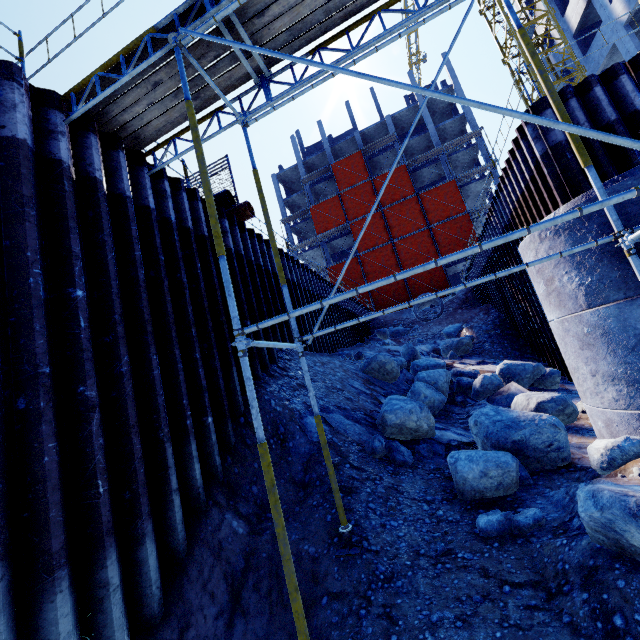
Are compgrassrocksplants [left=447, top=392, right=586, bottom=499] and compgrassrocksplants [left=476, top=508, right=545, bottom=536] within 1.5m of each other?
yes

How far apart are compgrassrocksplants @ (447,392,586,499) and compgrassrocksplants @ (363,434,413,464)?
1.0m

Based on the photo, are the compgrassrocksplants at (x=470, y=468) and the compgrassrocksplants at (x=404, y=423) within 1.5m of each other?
no

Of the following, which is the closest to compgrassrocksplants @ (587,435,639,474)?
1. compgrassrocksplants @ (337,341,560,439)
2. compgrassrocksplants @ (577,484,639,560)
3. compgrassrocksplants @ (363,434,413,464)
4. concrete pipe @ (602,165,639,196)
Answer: concrete pipe @ (602,165,639,196)

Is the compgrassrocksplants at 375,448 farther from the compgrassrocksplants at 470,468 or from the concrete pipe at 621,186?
the concrete pipe at 621,186

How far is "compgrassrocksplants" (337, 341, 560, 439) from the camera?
6.43m

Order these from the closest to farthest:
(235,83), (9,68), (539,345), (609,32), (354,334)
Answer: (9,68), (235,83), (539,345), (354,334), (609,32)

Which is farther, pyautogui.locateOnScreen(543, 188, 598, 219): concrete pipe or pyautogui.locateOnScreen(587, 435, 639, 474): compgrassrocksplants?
pyautogui.locateOnScreen(543, 188, 598, 219): concrete pipe
